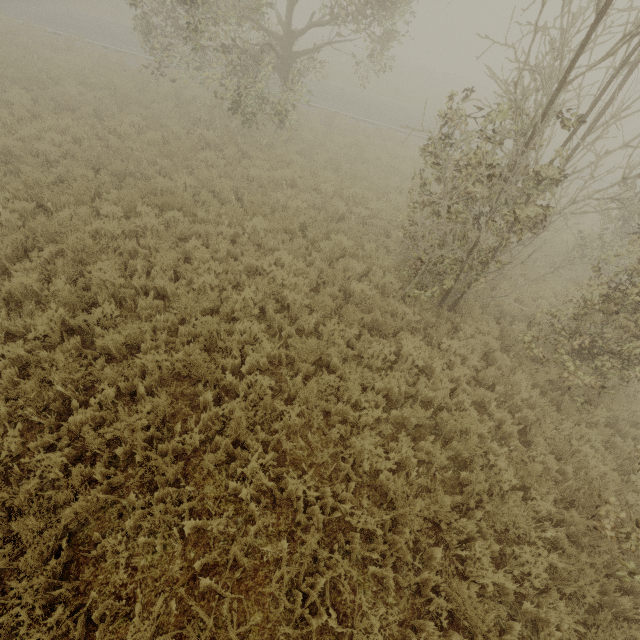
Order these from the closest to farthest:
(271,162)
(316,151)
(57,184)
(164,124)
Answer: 1. (57,184)
2. (271,162)
3. (164,124)
4. (316,151)
